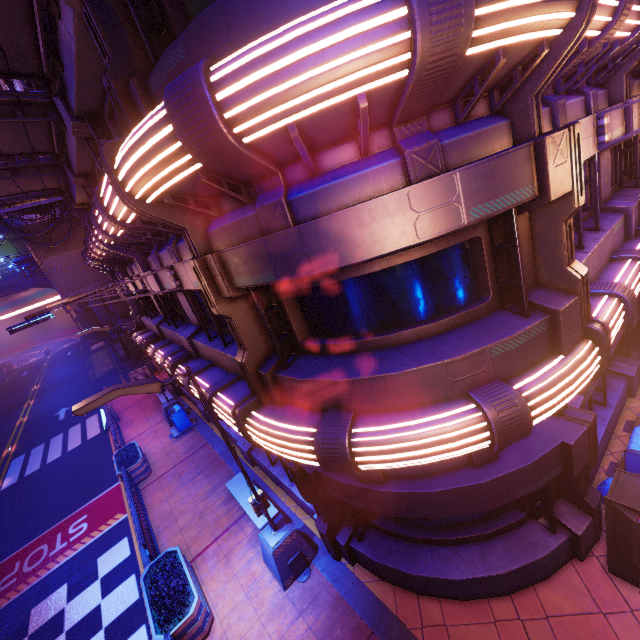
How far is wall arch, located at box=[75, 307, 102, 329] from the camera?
52.06m

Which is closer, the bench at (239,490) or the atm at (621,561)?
the atm at (621,561)

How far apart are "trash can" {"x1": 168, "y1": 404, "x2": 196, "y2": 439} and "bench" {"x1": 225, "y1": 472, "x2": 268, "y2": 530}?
6.1 meters

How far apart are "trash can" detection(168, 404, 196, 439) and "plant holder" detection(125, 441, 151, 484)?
1.16m

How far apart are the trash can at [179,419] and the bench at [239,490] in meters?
6.1 m

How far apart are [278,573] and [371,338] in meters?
6.4 m

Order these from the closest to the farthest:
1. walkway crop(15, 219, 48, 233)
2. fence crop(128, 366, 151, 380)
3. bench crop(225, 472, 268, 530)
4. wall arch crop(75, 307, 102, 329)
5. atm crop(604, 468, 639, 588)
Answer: atm crop(604, 468, 639, 588) → bench crop(225, 472, 268, 530) → walkway crop(15, 219, 48, 233) → fence crop(128, 366, 151, 380) → wall arch crop(75, 307, 102, 329)

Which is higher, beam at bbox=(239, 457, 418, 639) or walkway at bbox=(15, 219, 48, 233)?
walkway at bbox=(15, 219, 48, 233)
